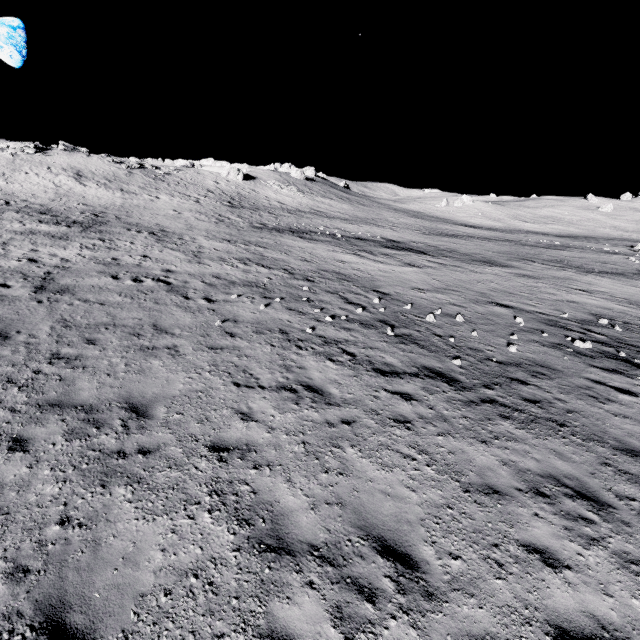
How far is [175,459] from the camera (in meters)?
5.95

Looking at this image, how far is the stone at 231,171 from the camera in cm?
5603

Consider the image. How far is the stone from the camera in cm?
5603
